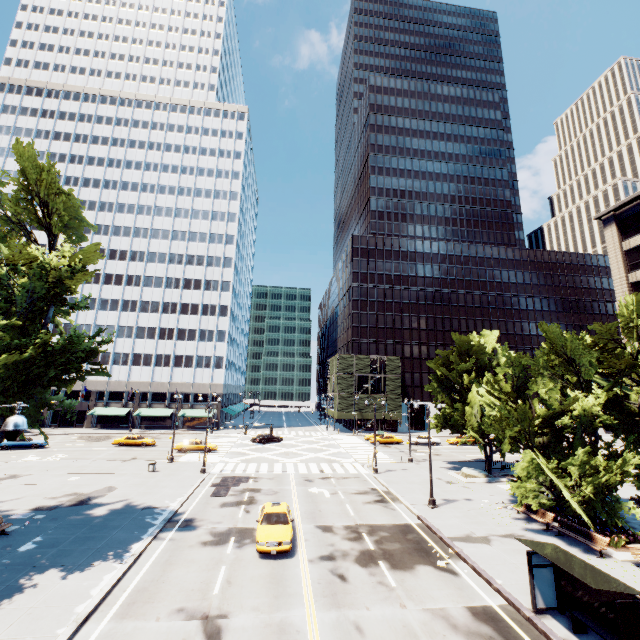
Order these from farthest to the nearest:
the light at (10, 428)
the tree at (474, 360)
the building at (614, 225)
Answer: the building at (614, 225)
the tree at (474, 360)
the light at (10, 428)

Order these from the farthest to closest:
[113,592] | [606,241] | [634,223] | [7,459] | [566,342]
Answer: [606,241], [634,223], [7,459], [566,342], [113,592]

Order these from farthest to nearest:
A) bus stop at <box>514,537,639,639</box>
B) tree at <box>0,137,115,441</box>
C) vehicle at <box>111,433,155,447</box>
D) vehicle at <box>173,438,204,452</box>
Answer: vehicle at <box>111,433,155,447</box> → vehicle at <box>173,438,204,452</box> → tree at <box>0,137,115,441</box> → bus stop at <box>514,537,639,639</box>

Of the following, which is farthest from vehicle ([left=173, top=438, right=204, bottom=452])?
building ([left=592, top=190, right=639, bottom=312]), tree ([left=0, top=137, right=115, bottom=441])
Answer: building ([left=592, top=190, right=639, bottom=312])

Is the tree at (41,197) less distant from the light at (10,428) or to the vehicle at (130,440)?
the light at (10,428)

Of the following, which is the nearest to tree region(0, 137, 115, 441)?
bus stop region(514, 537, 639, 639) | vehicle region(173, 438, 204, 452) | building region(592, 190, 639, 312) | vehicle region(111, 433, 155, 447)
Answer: bus stop region(514, 537, 639, 639)

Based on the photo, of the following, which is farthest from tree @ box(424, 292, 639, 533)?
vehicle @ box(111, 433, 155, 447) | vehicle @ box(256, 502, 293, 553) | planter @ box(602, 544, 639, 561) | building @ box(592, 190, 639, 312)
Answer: vehicle @ box(111, 433, 155, 447)

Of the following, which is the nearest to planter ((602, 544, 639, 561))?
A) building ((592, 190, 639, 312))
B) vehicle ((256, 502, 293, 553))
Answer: building ((592, 190, 639, 312))
